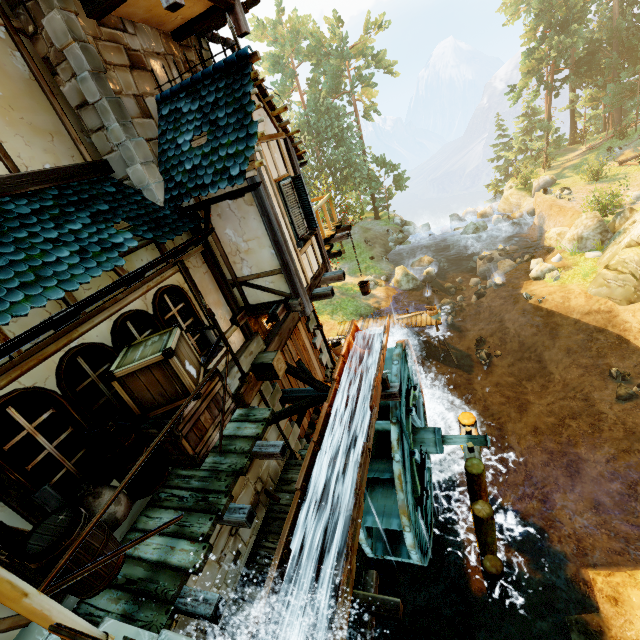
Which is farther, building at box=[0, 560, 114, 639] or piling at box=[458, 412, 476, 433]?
piling at box=[458, 412, 476, 433]

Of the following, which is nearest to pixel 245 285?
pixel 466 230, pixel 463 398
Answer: pixel 463 398

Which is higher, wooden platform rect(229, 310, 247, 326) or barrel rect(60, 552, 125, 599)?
wooden platform rect(229, 310, 247, 326)

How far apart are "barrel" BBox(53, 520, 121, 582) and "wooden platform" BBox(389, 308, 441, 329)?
18.68m

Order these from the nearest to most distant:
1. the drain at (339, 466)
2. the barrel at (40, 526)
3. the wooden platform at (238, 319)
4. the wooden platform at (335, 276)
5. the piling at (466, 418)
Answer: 1. the barrel at (40, 526)
2. the drain at (339, 466)
3. the wooden platform at (238, 319)
4. the wooden platform at (335, 276)
5. the piling at (466, 418)

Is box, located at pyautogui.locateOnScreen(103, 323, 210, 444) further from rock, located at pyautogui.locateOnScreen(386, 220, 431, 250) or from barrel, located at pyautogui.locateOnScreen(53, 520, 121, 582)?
rock, located at pyautogui.locateOnScreen(386, 220, 431, 250)

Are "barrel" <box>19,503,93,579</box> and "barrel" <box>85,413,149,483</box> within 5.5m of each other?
yes

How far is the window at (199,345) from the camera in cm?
574
